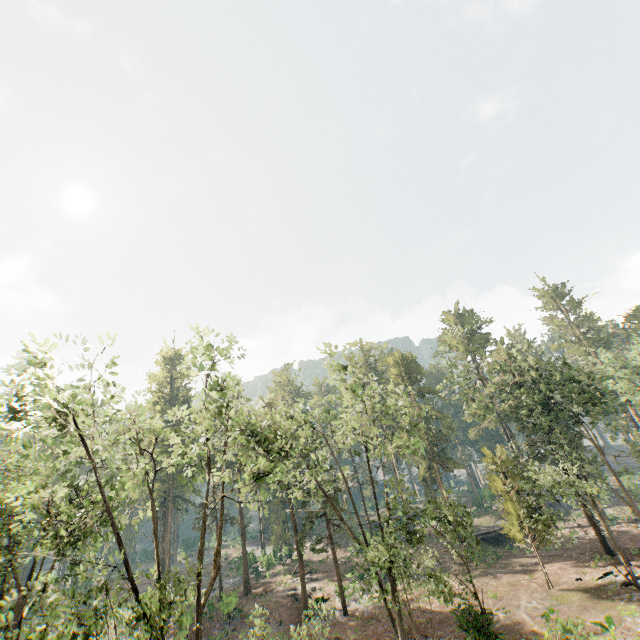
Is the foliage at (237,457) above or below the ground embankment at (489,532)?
above

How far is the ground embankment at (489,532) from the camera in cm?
4022

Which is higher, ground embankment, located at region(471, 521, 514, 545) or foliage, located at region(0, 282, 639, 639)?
foliage, located at region(0, 282, 639, 639)

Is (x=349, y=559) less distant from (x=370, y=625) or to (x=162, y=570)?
(x=370, y=625)

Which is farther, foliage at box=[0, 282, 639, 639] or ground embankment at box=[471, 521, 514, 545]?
ground embankment at box=[471, 521, 514, 545]

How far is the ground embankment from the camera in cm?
4022
